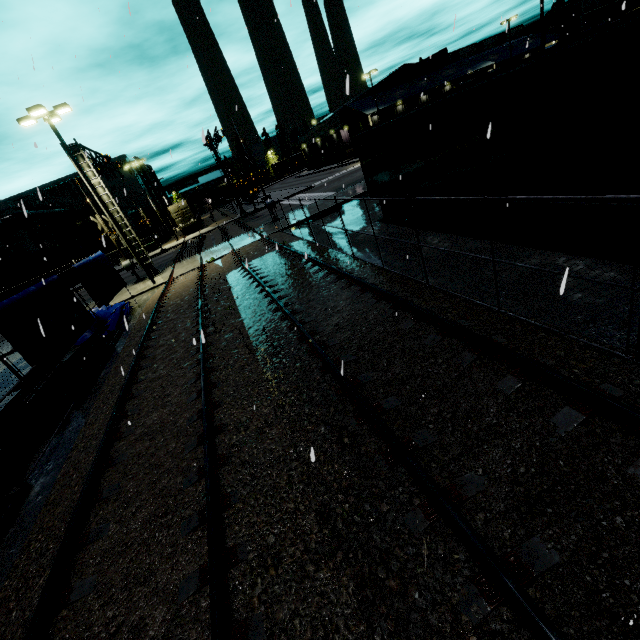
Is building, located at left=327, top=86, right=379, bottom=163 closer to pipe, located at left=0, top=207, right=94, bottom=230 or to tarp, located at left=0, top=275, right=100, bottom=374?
pipe, located at left=0, top=207, right=94, bottom=230

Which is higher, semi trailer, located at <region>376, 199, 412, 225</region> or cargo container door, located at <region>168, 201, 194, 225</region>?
cargo container door, located at <region>168, 201, 194, 225</region>

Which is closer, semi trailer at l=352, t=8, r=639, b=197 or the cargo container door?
semi trailer at l=352, t=8, r=639, b=197

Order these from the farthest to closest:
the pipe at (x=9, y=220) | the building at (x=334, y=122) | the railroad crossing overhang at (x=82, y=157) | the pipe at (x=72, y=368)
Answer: the building at (x=334, y=122) < the pipe at (x=9, y=220) < the railroad crossing overhang at (x=82, y=157) < the pipe at (x=72, y=368)

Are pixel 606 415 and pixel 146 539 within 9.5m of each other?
yes

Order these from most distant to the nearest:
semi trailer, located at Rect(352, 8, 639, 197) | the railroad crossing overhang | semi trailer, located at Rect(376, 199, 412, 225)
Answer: the railroad crossing overhang → semi trailer, located at Rect(376, 199, 412, 225) → semi trailer, located at Rect(352, 8, 639, 197)

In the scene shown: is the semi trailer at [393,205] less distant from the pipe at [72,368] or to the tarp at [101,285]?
the tarp at [101,285]

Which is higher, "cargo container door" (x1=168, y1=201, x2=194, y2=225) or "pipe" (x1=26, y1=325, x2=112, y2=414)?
"cargo container door" (x1=168, y1=201, x2=194, y2=225)
